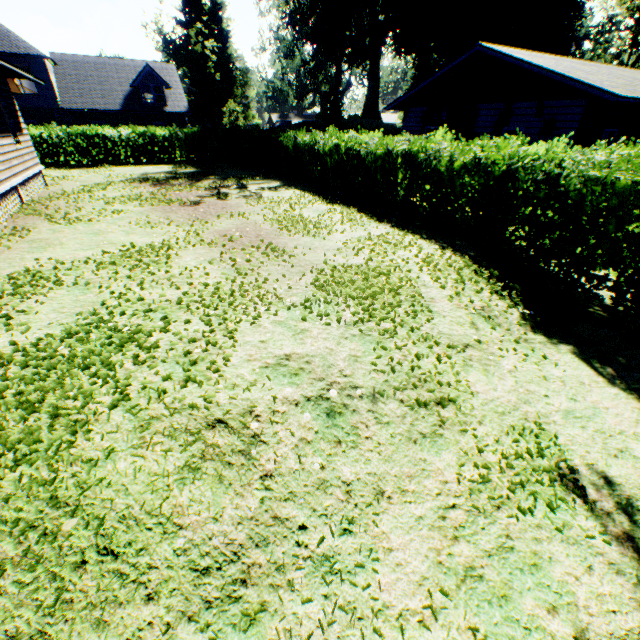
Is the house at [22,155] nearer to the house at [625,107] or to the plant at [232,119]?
the house at [625,107]

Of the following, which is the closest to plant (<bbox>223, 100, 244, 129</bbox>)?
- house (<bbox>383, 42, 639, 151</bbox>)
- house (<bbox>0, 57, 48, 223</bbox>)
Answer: house (<bbox>383, 42, 639, 151</bbox>)

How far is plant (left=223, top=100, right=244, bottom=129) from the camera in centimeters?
3938cm

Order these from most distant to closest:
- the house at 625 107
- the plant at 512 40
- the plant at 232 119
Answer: the plant at 232 119
the plant at 512 40
the house at 625 107

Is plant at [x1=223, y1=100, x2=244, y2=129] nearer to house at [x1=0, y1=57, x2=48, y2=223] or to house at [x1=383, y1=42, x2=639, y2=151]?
house at [x1=383, y1=42, x2=639, y2=151]

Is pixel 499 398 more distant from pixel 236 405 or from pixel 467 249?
pixel 467 249
